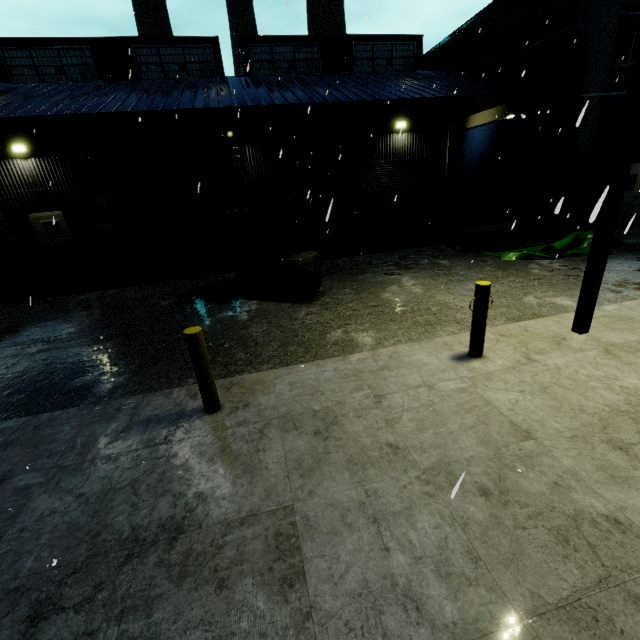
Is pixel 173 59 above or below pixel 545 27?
above

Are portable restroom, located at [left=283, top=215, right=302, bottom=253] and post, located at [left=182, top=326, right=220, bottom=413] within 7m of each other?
no

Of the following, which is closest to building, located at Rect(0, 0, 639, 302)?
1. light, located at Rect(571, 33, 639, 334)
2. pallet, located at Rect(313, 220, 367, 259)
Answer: pallet, located at Rect(313, 220, 367, 259)

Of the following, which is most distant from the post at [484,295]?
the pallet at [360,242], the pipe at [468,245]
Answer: the pallet at [360,242]

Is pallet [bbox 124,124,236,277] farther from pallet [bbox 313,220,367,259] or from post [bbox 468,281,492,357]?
post [bbox 468,281,492,357]

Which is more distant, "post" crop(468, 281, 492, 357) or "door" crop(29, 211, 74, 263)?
"door" crop(29, 211, 74, 263)

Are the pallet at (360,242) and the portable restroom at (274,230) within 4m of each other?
yes

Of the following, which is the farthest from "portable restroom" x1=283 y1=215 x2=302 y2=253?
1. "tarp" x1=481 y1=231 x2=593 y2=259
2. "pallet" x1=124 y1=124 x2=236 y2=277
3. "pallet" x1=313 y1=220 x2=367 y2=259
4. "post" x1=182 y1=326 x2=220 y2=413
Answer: "post" x1=182 y1=326 x2=220 y2=413
